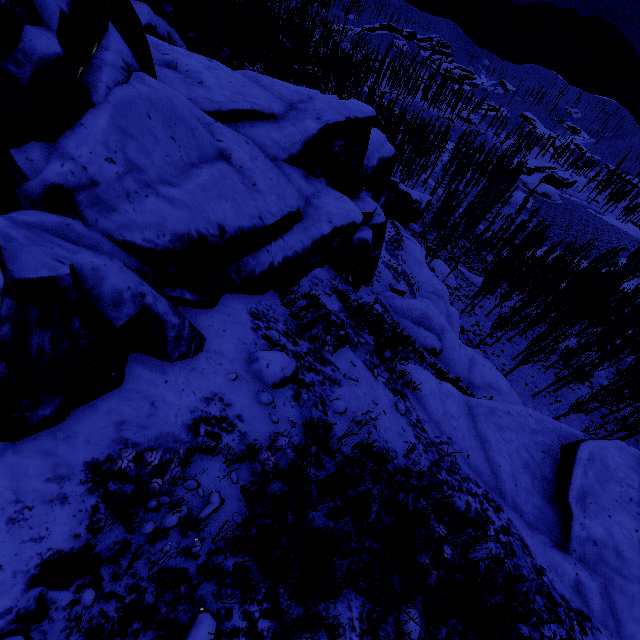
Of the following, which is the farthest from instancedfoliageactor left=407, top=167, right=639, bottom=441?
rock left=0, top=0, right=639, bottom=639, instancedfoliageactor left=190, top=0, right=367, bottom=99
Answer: instancedfoliageactor left=190, top=0, right=367, bottom=99

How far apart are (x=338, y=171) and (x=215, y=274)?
7.9 meters

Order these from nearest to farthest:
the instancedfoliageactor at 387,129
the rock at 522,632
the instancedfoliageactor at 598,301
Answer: the rock at 522,632 → the instancedfoliageactor at 598,301 → the instancedfoliageactor at 387,129

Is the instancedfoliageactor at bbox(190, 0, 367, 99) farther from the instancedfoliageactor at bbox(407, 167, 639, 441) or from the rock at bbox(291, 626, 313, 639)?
the instancedfoliageactor at bbox(407, 167, 639, 441)

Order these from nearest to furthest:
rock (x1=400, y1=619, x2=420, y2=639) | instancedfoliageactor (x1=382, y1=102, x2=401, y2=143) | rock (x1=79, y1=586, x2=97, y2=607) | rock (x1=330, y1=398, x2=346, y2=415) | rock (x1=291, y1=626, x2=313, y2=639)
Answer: rock (x1=79, y1=586, x2=97, y2=607)
rock (x1=291, y1=626, x2=313, y2=639)
rock (x1=400, y1=619, x2=420, y2=639)
rock (x1=330, y1=398, x2=346, y2=415)
instancedfoliageactor (x1=382, y1=102, x2=401, y2=143)

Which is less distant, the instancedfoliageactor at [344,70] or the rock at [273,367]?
the rock at [273,367]
